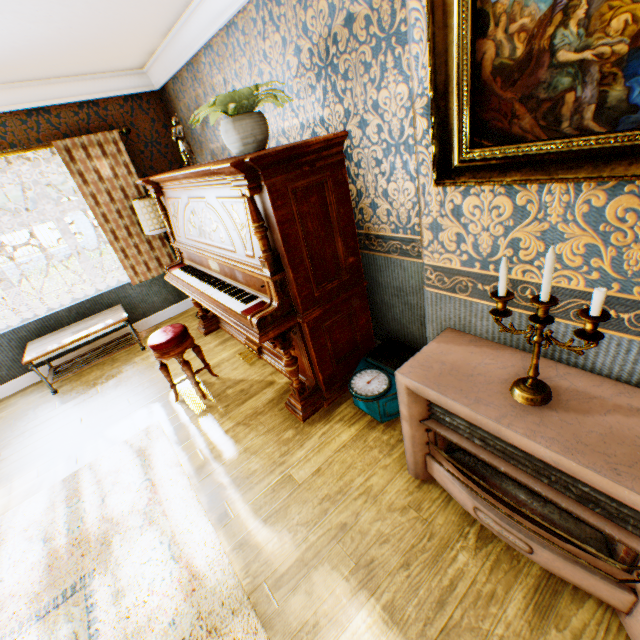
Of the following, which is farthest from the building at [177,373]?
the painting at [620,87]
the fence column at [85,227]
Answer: the fence column at [85,227]

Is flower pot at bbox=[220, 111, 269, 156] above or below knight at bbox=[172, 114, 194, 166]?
below

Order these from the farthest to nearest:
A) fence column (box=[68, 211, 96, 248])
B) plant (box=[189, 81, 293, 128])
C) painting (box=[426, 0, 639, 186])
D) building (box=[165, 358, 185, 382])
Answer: fence column (box=[68, 211, 96, 248]), building (box=[165, 358, 185, 382]), plant (box=[189, 81, 293, 128]), painting (box=[426, 0, 639, 186])

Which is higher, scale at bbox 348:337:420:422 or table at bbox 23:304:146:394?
table at bbox 23:304:146:394

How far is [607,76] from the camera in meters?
1.0

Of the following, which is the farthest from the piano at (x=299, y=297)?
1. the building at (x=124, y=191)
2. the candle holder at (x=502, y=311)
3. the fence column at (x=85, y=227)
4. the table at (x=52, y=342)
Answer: the fence column at (x=85, y=227)

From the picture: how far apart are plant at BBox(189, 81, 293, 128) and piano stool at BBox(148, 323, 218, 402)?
1.8m

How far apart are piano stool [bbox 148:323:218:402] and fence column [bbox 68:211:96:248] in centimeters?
1599cm
